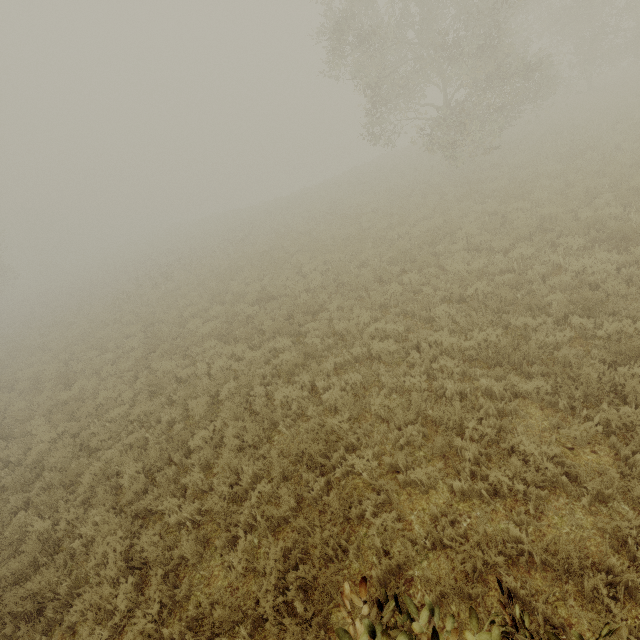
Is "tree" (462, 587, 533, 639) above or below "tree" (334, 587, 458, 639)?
below

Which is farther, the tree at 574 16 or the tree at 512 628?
the tree at 574 16

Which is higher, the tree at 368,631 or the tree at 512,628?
the tree at 368,631

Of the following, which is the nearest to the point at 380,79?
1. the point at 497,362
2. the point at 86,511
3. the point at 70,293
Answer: the point at 497,362

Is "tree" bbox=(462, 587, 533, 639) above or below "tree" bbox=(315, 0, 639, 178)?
below

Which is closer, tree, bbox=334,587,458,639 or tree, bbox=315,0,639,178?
tree, bbox=334,587,458,639
